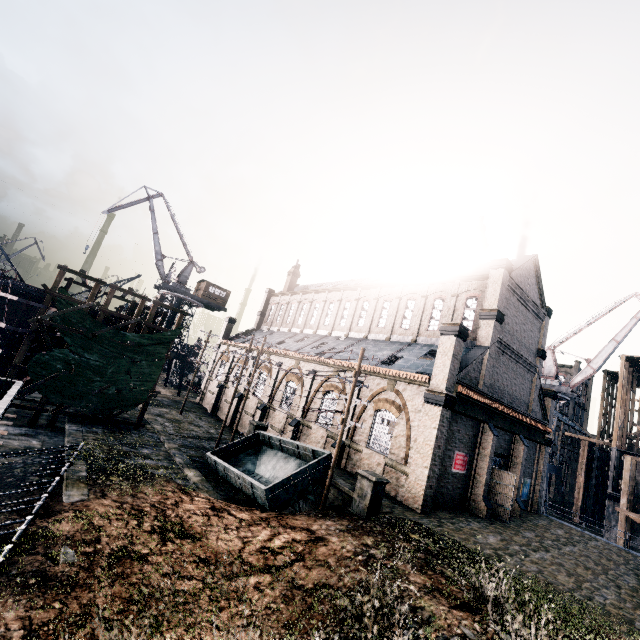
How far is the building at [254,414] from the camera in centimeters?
2550cm

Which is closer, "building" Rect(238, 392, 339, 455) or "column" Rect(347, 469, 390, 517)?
"column" Rect(347, 469, 390, 517)

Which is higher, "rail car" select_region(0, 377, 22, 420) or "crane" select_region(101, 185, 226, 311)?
"crane" select_region(101, 185, 226, 311)

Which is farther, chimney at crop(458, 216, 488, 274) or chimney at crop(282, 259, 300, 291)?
chimney at crop(282, 259, 300, 291)

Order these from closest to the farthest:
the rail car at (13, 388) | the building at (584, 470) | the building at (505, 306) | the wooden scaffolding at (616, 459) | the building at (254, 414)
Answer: the rail car at (13, 388) < the building at (505, 306) < the building at (254, 414) < the wooden scaffolding at (616, 459) < the building at (584, 470)

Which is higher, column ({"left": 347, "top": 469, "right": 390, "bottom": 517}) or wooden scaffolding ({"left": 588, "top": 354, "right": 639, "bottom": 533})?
wooden scaffolding ({"left": 588, "top": 354, "right": 639, "bottom": 533})

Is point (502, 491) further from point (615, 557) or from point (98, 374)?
point (98, 374)

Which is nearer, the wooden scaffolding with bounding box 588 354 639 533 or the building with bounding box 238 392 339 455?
the building with bounding box 238 392 339 455
